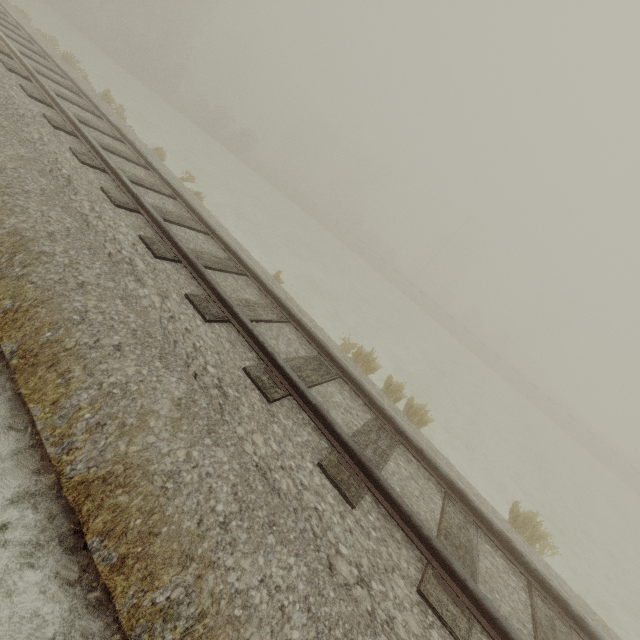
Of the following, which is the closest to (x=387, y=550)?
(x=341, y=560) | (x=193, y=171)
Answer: (x=341, y=560)
